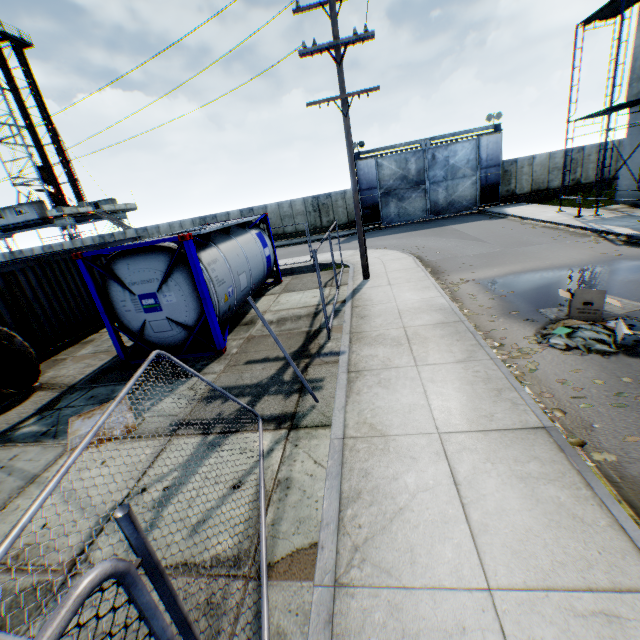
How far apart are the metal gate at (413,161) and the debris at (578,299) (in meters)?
22.62

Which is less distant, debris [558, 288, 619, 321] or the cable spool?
debris [558, 288, 619, 321]

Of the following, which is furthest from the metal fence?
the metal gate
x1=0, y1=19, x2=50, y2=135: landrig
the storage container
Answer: x1=0, y1=19, x2=50, y2=135: landrig

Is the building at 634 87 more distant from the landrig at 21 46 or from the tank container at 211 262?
the landrig at 21 46

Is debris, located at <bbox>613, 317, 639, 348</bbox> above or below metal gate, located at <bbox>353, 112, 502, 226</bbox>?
below

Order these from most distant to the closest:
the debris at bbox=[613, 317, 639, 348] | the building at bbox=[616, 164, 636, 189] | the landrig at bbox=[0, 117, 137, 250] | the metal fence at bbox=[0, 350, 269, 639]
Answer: the landrig at bbox=[0, 117, 137, 250], the building at bbox=[616, 164, 636, 189], the debris at bbox=[613, 317, 639, 348], the metal fence at bbox=[0, 350, 269, 639]

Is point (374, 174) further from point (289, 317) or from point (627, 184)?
point (289, 317)

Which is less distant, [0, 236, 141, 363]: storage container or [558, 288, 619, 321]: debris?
[558, 288, 619, 321]: debris
